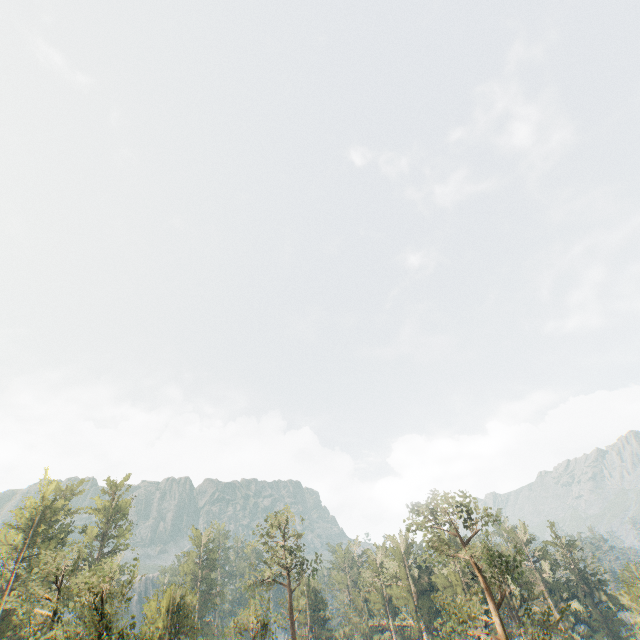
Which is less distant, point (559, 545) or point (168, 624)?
point (168, 624)

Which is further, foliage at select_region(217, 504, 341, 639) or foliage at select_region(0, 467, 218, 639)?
foliage at select_region(217, 504, 341, 639)

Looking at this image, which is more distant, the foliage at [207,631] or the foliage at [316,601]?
the foliage at [316,601]

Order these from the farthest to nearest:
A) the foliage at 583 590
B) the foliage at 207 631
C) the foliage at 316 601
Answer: the foliage at 316 601 < the foliage at 207 631 < the foliage at 583 590

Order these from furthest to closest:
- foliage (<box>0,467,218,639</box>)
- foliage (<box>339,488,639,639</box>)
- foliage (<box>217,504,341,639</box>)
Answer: foliage (<box>217,504,341,639</box>)
foliage (<box>0,467,218,639</box>)
foliage (<box>339,488,639,639</box>)
